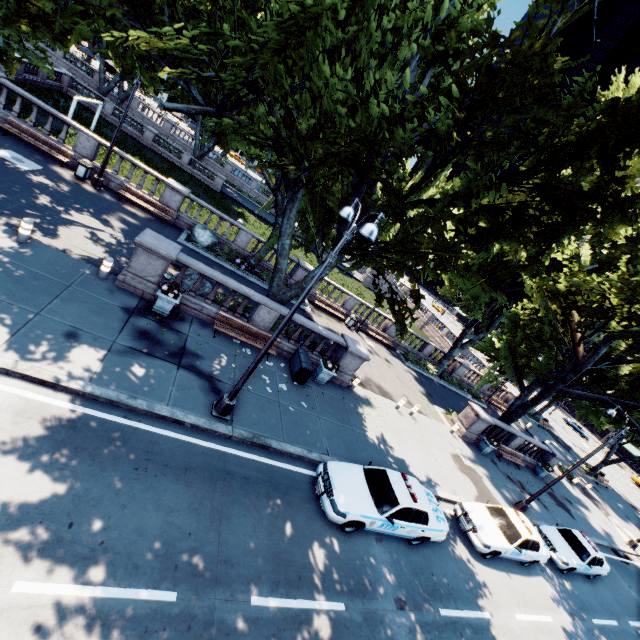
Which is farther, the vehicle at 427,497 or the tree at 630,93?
the vehicle at 427,497

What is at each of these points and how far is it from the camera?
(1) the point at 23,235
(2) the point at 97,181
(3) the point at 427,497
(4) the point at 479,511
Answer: (1) pillar, 10.7 meters
(2) light, 18.0 meters
(3) vehicle, 11.7 meters
(4) vehicle, 13.4 meters

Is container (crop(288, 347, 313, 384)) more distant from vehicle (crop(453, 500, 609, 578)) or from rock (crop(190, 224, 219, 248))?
rock (crop(190, 224, 219, 248))

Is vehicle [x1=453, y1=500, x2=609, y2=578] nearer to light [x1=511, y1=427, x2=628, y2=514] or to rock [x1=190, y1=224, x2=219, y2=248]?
light [x1=511, y1=427, x2=628, y2=514]

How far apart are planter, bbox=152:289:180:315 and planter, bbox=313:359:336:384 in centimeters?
687cm

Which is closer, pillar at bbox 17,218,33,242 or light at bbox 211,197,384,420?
light at bbox 211,197,384,420

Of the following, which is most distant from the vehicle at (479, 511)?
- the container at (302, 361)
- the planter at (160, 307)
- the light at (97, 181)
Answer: the light at (97, 181)

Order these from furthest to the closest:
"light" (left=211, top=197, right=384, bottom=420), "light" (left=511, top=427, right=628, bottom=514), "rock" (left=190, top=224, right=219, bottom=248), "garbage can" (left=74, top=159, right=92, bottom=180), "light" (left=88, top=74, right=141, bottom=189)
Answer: "rock" (left=190, top=224, right=219, bottom=248)
"garbage can" (left=74, top=159, right=92, bottom=180)
"light" (left=88, top=74, right=141, bottom=189)
"light" (left=511, top=427, right=628, bottom=514)
"light" (left=211, top=197, right=384, bottom=420)
